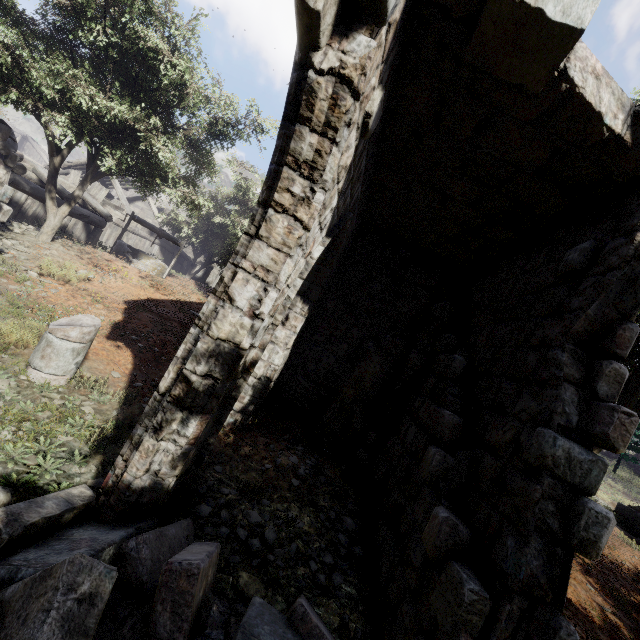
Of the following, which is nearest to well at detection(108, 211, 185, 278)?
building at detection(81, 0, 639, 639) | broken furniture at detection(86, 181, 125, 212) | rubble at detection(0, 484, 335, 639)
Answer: building at detection(81, 0, 639, 639)

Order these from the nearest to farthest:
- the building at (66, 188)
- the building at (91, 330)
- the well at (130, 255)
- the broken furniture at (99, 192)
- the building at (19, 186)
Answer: the building at (91, 330) < the building at (19, 186) < the well at (130, 255) < the building at (66, 188) < the broken furniture at (99, 192)

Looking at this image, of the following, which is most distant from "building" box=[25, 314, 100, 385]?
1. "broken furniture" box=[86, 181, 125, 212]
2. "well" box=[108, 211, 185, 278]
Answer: "well" box=[108, 211, 185, 278]

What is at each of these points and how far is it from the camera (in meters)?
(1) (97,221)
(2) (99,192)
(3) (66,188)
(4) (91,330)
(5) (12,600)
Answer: (1) building, 16.23
(2) broken furniture, 18.23
(3) building, 16.41
(4) building, 4.46
(5) rubble, 1.65

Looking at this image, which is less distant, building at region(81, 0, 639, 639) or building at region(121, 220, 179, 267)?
building at region(81, 0, 639, 639)

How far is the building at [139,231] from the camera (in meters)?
21.36

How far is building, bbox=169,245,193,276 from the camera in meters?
21.4 m
